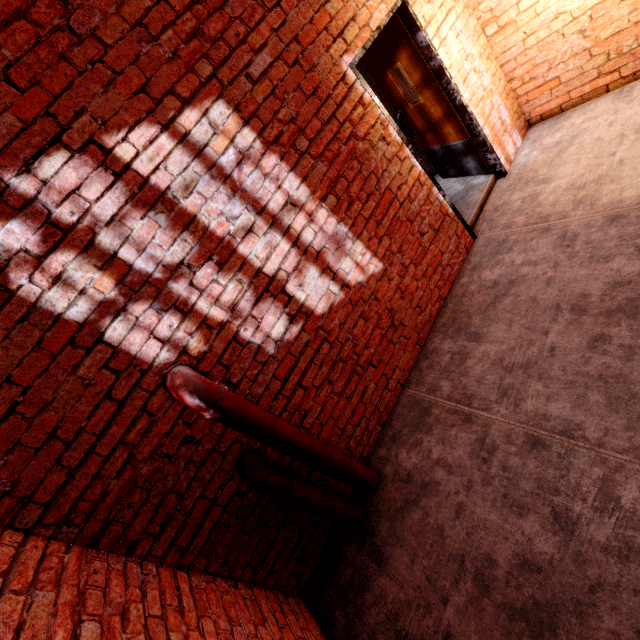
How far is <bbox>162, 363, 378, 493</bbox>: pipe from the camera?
1.97m

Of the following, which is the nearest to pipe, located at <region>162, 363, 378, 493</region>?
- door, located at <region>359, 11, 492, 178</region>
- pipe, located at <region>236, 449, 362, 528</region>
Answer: pipe, located at <region>236, 449, 362, 528</region>

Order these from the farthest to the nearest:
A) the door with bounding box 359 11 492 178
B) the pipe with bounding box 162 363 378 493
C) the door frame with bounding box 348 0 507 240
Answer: the door with bounding box 359 11 492 178, the door frame with bounding box 348 0 507 240, the pipe with bounding box 162 363 378 493

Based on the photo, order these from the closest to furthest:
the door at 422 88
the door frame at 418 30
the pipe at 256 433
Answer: the pipe at 256 433 < the door frame at 418 30 < the door at 422 88

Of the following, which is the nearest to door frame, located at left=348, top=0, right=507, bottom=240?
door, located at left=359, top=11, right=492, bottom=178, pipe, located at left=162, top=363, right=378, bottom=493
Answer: door, located at left=359, top=11, right=492, bottom=178

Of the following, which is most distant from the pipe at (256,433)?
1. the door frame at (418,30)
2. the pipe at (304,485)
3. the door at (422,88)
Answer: the door at (422,88)

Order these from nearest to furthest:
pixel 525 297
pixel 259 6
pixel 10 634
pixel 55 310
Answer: pixel 10 634 < pixel 55 310 < pixel 259 6 < pixel 525 297

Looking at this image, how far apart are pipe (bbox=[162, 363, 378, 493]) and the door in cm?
378
